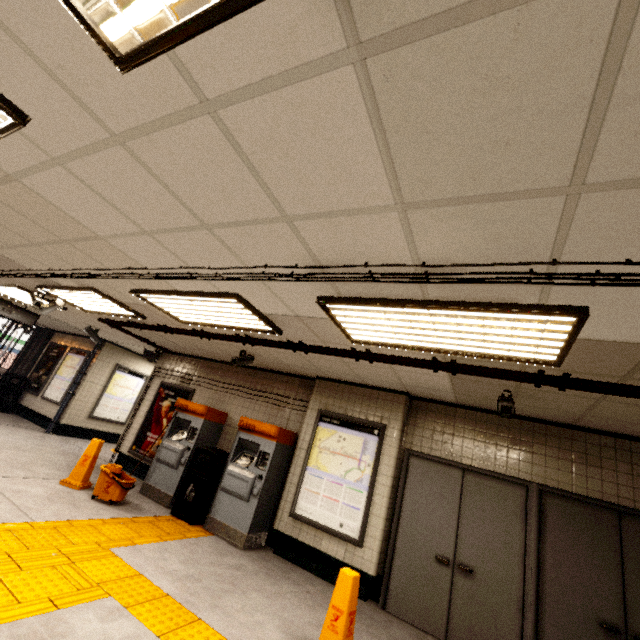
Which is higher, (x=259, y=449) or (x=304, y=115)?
(x=304, y=115)

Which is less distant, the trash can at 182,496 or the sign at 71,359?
the trash can at 182,496

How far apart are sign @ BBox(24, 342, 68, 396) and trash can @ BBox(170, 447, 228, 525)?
8.1m

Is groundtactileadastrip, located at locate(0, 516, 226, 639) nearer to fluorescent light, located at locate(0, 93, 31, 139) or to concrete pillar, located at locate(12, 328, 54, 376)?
concrete pillar, located at locate(12, 328, 54, 376)

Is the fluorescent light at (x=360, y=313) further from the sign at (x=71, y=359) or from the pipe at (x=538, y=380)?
the sign at (x=71, y=359)

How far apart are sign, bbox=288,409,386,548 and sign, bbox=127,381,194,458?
3.4m

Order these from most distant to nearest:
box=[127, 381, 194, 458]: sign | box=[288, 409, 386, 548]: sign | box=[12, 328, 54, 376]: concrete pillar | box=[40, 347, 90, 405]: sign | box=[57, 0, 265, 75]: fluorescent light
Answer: box=[12, 328, 54, 376]: concrete pillar < box=[40, 347, 90, 405]: sign < box=[127, 381, 194, 458]: sign < box=[288, 409, 386, 548]: sign < box=[57, 0, 265, 75]: fluorescent light

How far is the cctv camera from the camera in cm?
372
